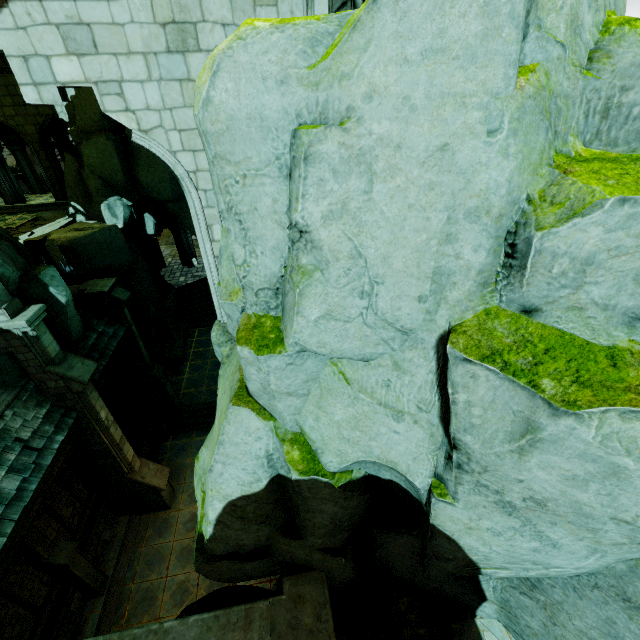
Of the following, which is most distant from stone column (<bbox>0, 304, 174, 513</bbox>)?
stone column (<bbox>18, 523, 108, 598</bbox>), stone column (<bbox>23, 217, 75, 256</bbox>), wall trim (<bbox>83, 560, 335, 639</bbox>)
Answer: stone column (<bbox>23, 217, 75, 256</bbox>)

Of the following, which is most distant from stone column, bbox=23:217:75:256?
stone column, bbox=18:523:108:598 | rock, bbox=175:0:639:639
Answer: stone column, bbox=18:523:108:598

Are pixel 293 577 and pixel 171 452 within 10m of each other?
no

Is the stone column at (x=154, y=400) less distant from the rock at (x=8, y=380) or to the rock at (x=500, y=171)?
the rock at (x=8, y=380)

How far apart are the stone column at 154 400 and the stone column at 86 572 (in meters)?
7.01

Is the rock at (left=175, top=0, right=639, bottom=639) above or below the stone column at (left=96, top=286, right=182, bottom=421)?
above

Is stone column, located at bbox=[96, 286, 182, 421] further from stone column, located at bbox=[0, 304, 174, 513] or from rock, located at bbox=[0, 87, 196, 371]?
stone column, located at bbox=[0, 304, 174, 513]

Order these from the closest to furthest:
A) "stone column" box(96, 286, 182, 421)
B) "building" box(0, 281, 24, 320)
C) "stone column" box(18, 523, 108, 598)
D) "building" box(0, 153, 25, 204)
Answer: "building" box(0, 281, 24, 320), "stone column" box(18, 523, 108, 598), "stone column" box(96, 286, 182, 421), "building" box(0, 153, 25, 204)
